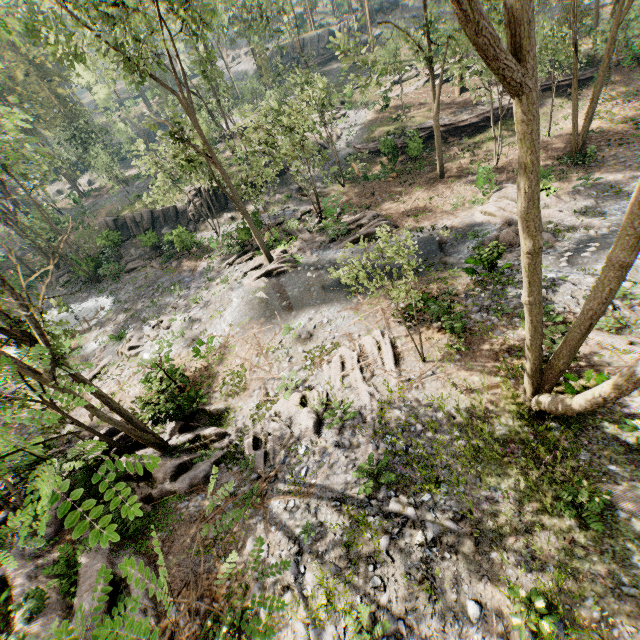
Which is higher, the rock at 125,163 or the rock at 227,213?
the rock at 125,163

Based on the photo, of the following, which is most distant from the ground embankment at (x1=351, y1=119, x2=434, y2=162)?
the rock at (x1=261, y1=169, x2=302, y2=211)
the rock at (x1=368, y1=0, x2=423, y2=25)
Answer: the rock at (x1=368, y1=0, x2=423, y2=25)

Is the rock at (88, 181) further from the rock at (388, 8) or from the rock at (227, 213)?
the rock at (227, 213)

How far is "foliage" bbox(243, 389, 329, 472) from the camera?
11.4m

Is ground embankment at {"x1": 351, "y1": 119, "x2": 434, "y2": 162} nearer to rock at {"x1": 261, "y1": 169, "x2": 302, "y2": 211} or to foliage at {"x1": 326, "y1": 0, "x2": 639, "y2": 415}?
foliage at {"x1": 326, "y1": 0, "x2": 639, "y2": 415}

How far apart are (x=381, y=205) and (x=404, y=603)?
23.9m

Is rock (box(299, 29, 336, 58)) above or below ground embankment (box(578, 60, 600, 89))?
Answer: above

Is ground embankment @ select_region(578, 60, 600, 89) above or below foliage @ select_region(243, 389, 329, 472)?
above
